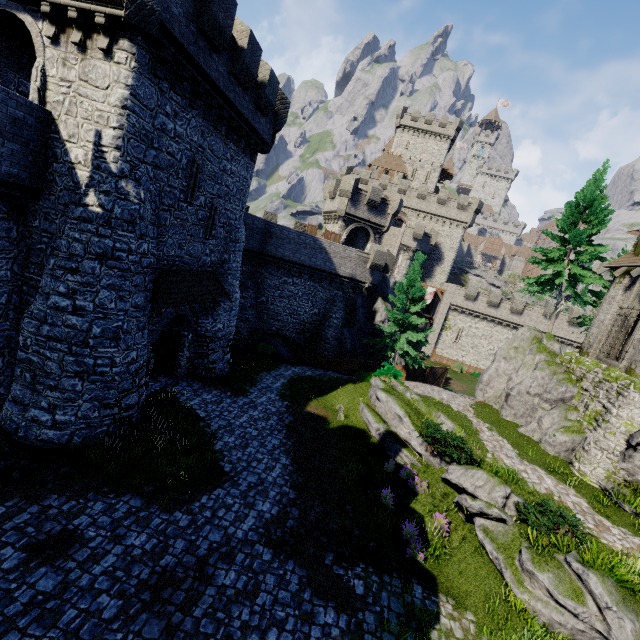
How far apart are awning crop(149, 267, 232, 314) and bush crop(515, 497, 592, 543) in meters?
15.4 m

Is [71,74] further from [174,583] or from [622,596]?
[622,596]

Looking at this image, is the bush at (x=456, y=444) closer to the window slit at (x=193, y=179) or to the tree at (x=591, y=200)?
the window slit at (x=193, y=179)

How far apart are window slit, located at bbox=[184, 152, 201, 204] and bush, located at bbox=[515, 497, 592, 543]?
17.98m

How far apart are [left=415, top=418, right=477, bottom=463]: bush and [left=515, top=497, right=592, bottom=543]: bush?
2.3 meters

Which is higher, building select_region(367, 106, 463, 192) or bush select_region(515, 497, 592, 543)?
building select_region(367, 106, 463, 192)

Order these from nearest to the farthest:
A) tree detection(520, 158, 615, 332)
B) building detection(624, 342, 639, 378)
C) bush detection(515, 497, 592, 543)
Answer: bush detection(515, 497, 592, 543) → building detection(624, 342, 639, 378) → tree detection(520, 158, 615, 332)

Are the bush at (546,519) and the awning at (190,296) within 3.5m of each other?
no
